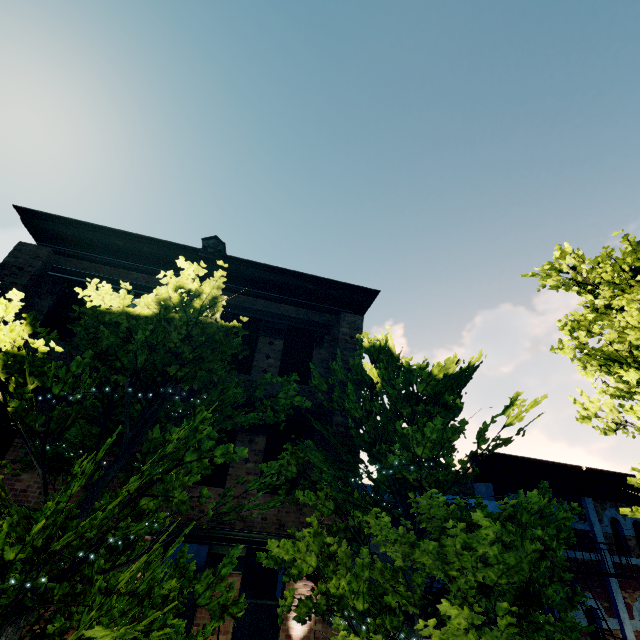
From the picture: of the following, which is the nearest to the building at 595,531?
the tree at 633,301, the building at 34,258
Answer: the tree at 633,301

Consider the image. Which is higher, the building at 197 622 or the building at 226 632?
the building at 197 622

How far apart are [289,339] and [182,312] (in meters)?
5.22

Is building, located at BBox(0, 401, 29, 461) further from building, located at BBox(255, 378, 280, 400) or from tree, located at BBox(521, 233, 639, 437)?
building, located at BBox(255, 378, 280, 400)

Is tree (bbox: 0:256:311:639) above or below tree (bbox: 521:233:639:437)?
below

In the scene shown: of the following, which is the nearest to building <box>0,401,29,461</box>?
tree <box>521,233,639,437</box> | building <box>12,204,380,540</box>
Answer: tree <box>521,233,639,437</box>

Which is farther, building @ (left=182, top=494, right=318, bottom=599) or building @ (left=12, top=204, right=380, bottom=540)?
building @ (left=12, top=204, right=380, bottom=540)

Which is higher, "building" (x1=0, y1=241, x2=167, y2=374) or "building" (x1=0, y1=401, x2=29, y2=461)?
"building" (x1=0, y1=241, x2=167, y2=374)
